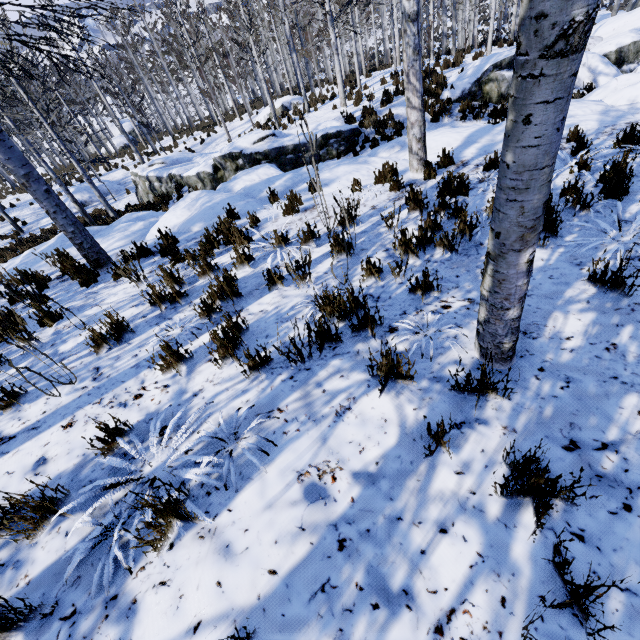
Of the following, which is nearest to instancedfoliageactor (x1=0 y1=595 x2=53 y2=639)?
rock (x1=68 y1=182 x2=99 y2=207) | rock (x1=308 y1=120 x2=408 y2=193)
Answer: rock (x1=308 y1=120 x2=408 y2=193)

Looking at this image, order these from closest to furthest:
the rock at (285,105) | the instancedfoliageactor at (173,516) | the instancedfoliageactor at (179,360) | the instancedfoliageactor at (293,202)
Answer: the instancedfoliageactor at (173,516), the instancedfoliageactor at (179,360), the instancedfoliageactor at (293,202), the rock at (285,105)

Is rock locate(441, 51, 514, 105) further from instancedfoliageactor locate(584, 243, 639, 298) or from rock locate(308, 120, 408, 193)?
rock locate(308, 120, 408, 193)

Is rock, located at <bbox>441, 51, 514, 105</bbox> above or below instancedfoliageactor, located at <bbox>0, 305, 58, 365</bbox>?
below

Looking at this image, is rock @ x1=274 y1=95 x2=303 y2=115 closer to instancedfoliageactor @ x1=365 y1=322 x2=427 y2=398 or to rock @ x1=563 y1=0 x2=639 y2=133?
instancedfoliageactor @ x1=365 y1=322 x2=427 y2=398

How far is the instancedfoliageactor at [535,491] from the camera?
1.43m

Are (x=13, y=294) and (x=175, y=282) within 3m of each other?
yes

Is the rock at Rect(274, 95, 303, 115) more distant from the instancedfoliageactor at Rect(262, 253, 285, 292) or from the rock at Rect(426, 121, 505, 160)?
the rock at Rect(426, 121, 505, 160)
